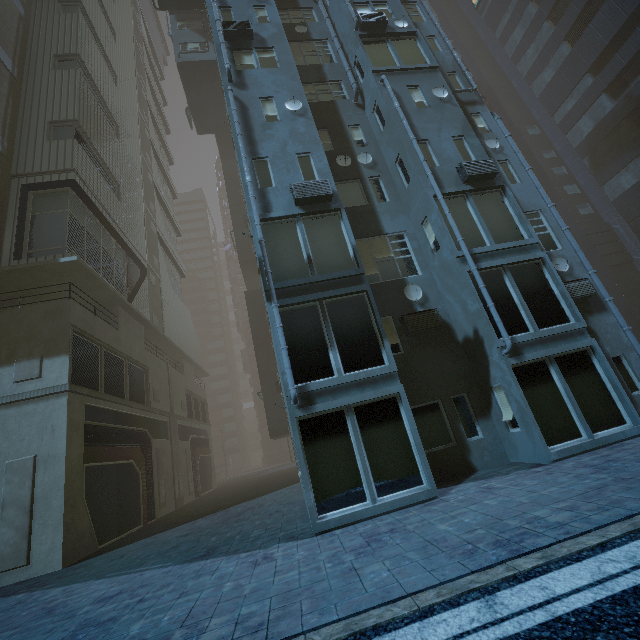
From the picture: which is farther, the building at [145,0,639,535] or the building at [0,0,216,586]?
the building at [0,0,216,586]

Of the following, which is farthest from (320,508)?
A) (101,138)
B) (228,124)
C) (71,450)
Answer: (101,138)

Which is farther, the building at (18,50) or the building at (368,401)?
the building at (18,50)
